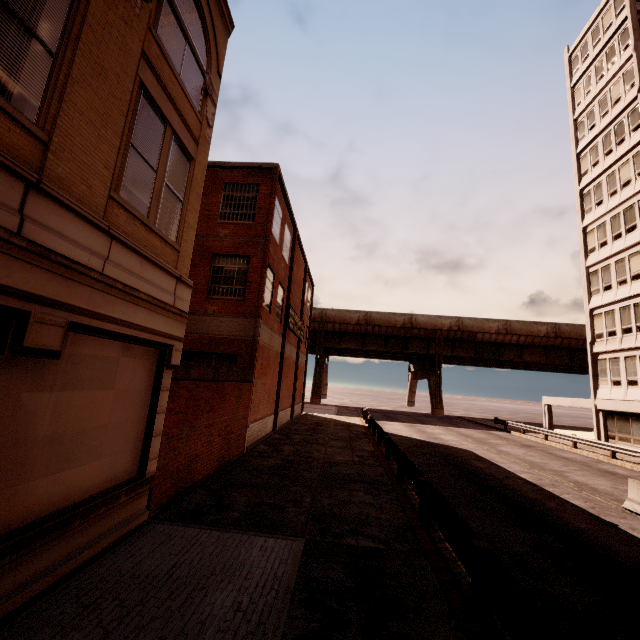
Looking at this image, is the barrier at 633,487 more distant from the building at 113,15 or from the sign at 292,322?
the sign at 292,322

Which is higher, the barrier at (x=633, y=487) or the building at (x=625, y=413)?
the building at (x=625, y=413)

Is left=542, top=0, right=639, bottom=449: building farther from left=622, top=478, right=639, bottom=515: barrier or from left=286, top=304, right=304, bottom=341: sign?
left=286, top=304, right=304, bottom=341: sign

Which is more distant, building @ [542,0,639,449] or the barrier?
building @ [542,0,639,449]

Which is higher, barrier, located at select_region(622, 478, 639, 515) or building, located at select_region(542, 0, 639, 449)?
building, located at select_region(542, 0, 639, 449)

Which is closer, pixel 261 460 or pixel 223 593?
pixel 223 593

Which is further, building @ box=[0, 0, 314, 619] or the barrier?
the barrier

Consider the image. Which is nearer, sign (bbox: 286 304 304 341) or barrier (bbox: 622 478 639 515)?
barrier (bbox: 622 478 639 515)
